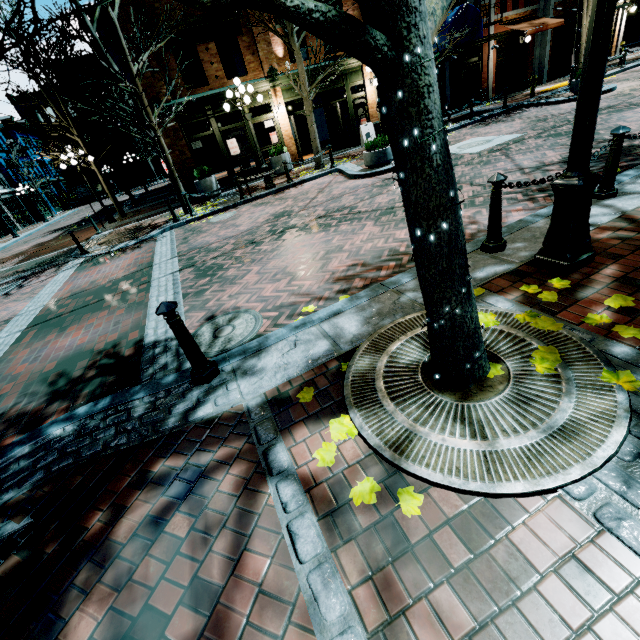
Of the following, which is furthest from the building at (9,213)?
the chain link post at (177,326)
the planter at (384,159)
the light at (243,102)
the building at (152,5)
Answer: the chain link post at (177,326)

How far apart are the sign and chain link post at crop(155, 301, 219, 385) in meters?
15.9

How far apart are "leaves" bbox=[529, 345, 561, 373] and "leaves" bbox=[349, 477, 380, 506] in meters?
1.4 m

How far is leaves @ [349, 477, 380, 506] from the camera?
1.84m

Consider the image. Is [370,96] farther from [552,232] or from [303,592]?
Result: [303,592]

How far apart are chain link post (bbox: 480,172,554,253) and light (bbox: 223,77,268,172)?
10.2m

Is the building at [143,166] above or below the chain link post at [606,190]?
above

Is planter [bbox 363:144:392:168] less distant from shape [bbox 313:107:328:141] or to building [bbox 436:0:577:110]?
building [bbox 436:0:577:110]
